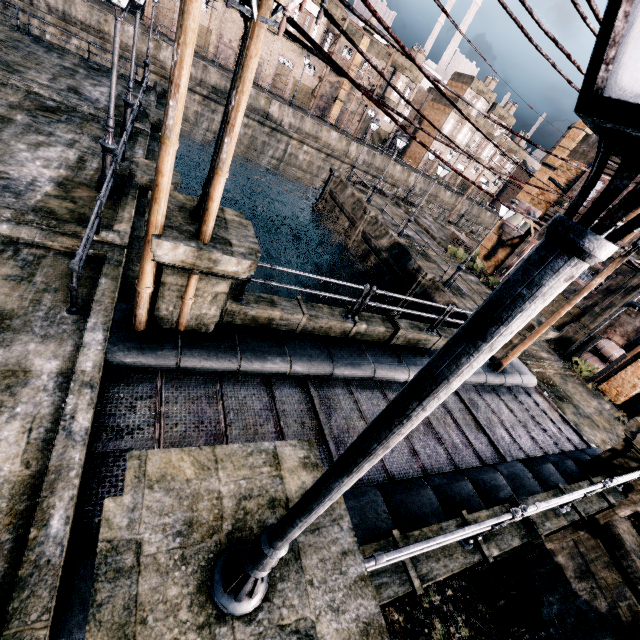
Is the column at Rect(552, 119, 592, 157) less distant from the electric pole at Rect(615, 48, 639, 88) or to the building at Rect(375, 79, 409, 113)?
the electric pole at Rect(615, 48, 639, 88)

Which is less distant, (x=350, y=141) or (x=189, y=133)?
(x=189, y=133)

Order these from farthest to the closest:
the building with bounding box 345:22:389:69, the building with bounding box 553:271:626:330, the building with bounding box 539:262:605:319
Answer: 1. the building with bounding box 345:22:389:69
2. the building with bounding box 539:262:605:319
3. the building with bounding box 553:271:626:330

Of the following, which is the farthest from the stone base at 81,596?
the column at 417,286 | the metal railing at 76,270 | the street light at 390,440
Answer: the column at 417,286

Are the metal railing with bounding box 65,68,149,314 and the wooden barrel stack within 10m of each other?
no

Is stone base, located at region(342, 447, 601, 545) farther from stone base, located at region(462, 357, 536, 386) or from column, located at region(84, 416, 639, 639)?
stone base, located at region(462, 357, 536, 386)

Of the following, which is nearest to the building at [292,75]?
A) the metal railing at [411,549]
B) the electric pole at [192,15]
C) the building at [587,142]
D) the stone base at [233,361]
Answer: the building at [587,142]

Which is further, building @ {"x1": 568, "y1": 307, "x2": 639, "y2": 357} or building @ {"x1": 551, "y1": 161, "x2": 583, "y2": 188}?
building @ {"x1": 551, "y1": 161, "x2": 583, "y2": 188}
